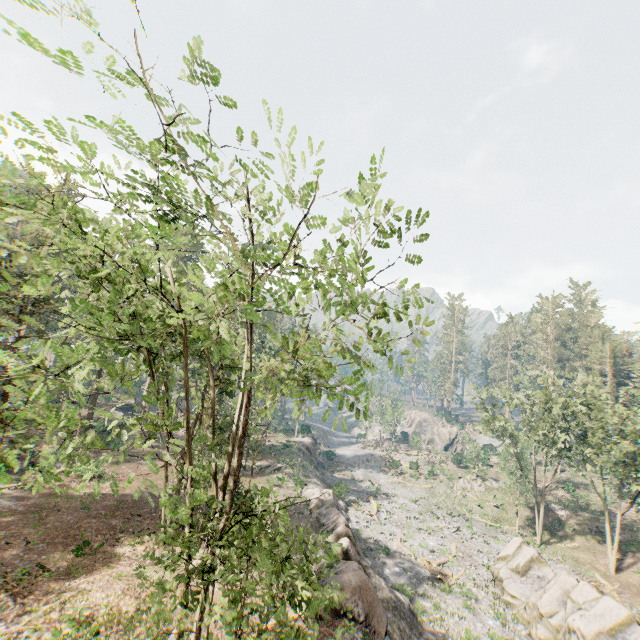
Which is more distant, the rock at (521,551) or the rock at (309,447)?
the rock at (309,447)

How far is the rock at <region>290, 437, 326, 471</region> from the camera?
50.97m

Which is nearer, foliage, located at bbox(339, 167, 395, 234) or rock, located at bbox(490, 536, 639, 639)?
foliage, located at bbox(339, 167, 395, 234)

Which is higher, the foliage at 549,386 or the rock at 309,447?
the foliage at 549,386

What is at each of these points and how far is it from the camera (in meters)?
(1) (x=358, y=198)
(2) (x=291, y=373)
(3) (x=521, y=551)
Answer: (1) foliage, 7.19
(2) foliage, 6.34
(3) rock, 28.77

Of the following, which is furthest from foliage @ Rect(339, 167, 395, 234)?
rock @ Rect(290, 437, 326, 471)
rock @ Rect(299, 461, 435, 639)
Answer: rock @ Rect(290, 437, 326, 471)

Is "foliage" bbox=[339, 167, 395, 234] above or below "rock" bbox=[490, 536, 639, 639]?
above

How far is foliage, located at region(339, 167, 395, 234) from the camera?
6.32m
